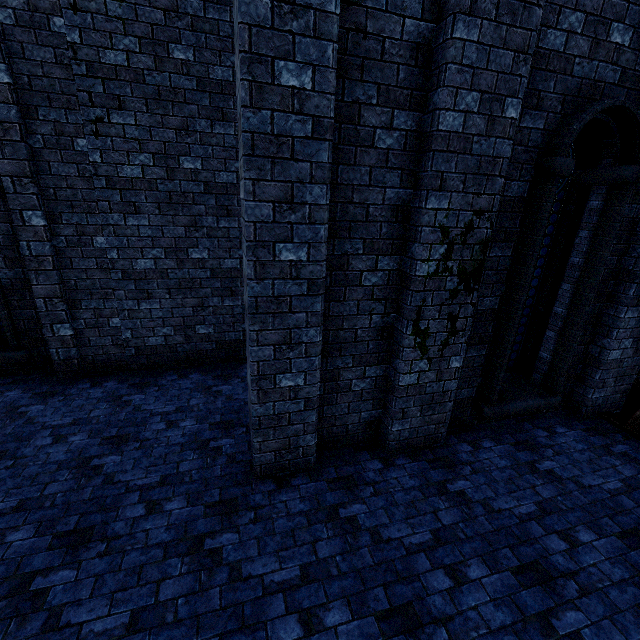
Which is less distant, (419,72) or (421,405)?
(419,72)

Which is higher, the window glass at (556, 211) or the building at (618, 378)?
the window glass at (556, 211)

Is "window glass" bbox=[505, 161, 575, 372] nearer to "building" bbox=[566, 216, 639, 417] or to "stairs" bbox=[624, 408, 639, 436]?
"building" bbox=[566, 216, 639, 417]

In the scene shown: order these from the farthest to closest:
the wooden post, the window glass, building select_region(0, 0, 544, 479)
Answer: the wooden post, the window glass, building select_region(0, 0, 544, 479)

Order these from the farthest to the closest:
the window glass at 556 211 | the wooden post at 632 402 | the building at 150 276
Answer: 1. the wooden post at 632 402
2. the window glass at 556 211
3. the building at 150 276

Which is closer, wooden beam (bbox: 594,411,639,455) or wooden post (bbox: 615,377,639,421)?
wooden beam (bbox: 594,411,639,455)

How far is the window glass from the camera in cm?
477

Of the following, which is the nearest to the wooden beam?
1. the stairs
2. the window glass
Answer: the stairs
